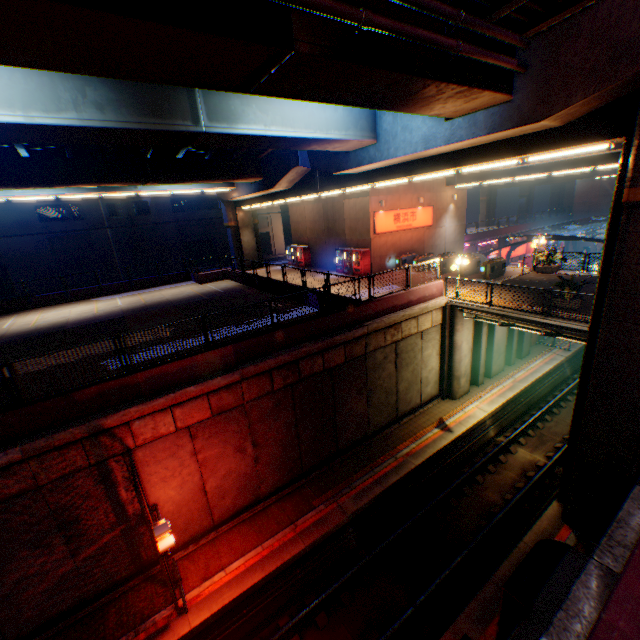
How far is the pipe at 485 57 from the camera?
7.24m

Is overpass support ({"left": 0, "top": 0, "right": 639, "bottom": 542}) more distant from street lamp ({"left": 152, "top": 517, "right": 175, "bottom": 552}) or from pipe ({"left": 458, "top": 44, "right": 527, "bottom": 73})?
street lamp ({"left": 152, "top": 517, "right": 175, "bottom": 552})

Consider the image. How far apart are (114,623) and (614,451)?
16.2 meters

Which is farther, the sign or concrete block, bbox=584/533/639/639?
the sign

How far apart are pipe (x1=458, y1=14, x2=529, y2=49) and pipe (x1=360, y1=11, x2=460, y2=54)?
0.30m

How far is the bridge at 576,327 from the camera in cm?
1316

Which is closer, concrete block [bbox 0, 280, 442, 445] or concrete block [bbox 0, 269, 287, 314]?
concrete block [bbox 0, 280, 442, 445]
